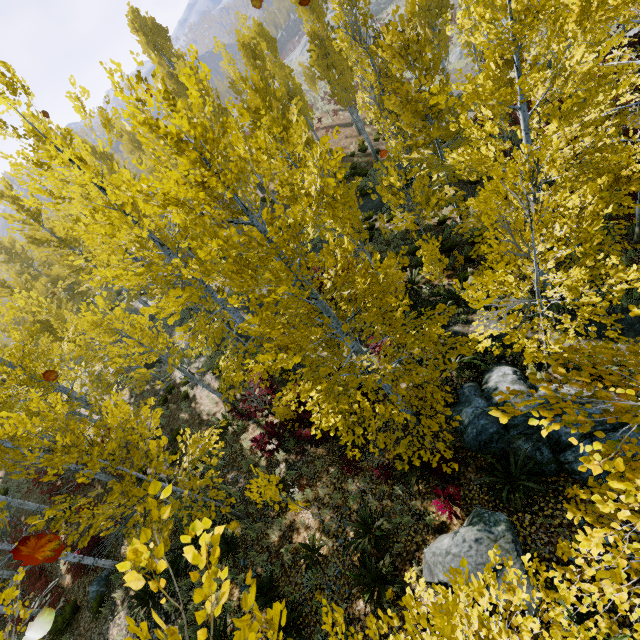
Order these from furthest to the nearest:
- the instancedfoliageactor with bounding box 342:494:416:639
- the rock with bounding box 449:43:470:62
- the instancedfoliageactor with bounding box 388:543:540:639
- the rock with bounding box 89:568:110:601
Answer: the rock with bounding box 449:43:470:62, the rock with bounding box 89:568:110:601, the instancedfoliageactor with bounding box 342:494:416:639, the instancedfoliageactor with bounding box 388:543:540:639

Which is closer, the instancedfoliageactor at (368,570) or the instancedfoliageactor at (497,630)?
the instancedfoliageactor at (497,630)

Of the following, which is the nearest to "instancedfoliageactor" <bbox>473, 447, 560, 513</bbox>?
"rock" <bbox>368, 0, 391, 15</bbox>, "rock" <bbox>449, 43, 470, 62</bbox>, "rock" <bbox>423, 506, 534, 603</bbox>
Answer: "rock" <bbox>449, 43, 470, 62</bbox>

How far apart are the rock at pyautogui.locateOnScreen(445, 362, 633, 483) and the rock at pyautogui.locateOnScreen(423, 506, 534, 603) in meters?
1.2

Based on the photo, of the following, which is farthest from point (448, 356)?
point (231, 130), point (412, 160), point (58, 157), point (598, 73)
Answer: point (598, 73)

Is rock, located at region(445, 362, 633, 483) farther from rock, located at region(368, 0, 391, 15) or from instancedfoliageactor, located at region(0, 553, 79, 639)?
rock, located at region(368, 0, 391, 15)

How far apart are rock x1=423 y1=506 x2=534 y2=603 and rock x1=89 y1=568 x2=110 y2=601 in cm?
1176

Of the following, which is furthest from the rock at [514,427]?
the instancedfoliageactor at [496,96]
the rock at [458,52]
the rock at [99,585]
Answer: the rock at [99,585]
